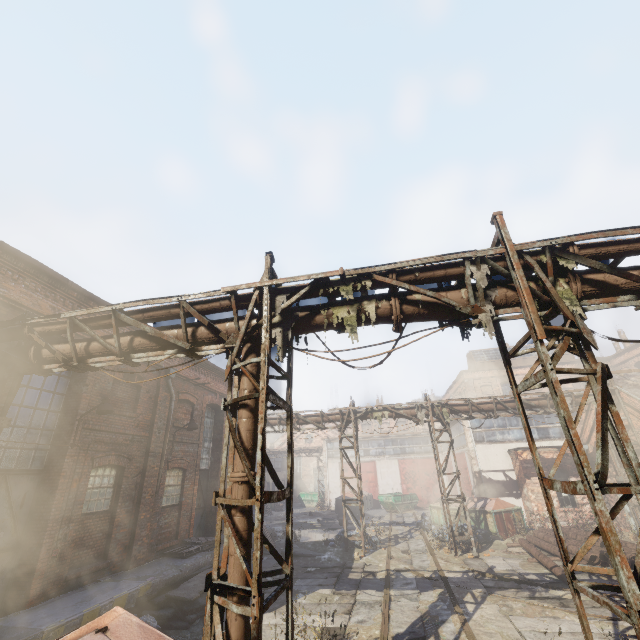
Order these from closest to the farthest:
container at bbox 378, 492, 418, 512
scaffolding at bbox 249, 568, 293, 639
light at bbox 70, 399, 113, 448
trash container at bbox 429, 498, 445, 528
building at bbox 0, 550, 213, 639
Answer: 1. scaffolding at bbox 249, 568, 293, 639
2. building at bbox 0, 550, 213, 639
3. light at bbox 70, 399, 113, 448
4. trash container at bbox 429, 498, 445, 528
5. container at bbox 378, 492, 418, 512

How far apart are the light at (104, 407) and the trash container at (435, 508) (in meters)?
17.47

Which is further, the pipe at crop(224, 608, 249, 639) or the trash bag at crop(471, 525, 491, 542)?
the trash bag at crop(471, 525, 491, 542)

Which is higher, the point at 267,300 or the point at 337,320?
the point at 267,300

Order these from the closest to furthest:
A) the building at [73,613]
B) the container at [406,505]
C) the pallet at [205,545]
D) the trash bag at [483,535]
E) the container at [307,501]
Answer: the building at [73,613] → the pallet at [205,545] → the trash bag at [483,535] → the container at [406,505] → the container at [307,501]

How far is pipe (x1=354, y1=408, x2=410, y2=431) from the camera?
16.4 meters

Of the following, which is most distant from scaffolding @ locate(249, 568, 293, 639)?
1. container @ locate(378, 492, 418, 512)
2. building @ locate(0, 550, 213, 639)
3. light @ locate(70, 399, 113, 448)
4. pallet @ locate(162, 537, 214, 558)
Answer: container @ locate(378, 492, 418, 512)

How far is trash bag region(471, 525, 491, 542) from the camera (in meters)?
15.71
